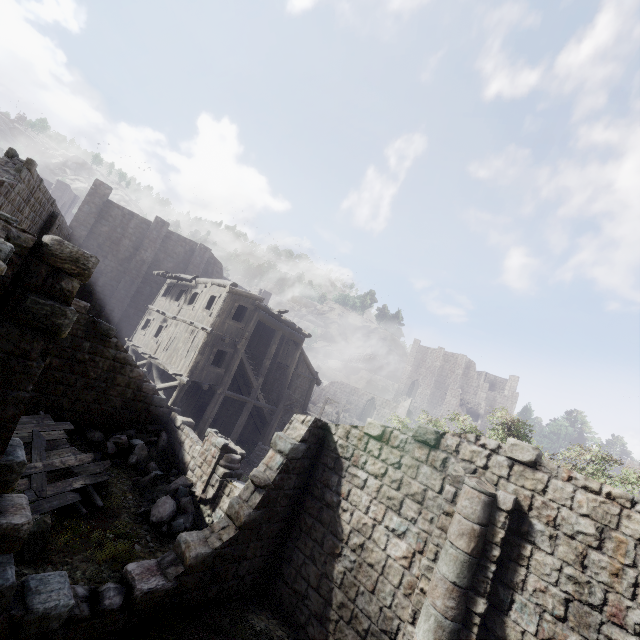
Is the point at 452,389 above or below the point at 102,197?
above

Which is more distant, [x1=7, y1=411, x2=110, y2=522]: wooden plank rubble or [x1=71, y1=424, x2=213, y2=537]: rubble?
[x1=71, y1=424, x2=213, y2=537]: rubble

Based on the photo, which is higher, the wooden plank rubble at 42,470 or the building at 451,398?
the building at 451,398

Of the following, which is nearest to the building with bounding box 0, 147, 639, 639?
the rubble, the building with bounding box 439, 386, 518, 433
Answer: the rubble

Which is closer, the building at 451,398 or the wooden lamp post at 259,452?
the wooden lamp post at 259,452

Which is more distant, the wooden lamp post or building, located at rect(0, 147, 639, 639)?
the wooden lamp post

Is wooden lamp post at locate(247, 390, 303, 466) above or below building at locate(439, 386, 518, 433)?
below

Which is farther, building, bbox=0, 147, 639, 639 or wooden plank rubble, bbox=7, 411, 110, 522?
wooden plank rubble, bbox=7, 411, 110, 522
